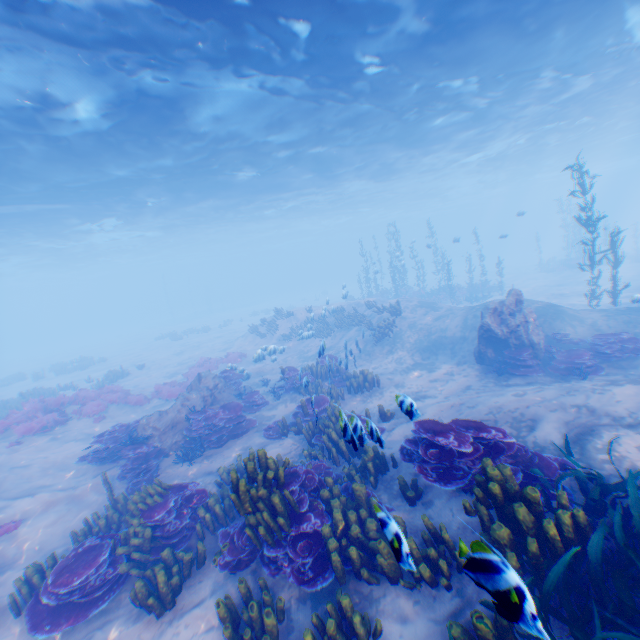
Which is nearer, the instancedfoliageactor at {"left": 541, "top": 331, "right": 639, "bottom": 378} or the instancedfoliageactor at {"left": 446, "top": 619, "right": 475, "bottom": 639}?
the instancedfoliageactor at {"left": 446, "top": 619, "right": 475, "bottom": 639}

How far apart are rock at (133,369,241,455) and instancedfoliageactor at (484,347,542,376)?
9.87m

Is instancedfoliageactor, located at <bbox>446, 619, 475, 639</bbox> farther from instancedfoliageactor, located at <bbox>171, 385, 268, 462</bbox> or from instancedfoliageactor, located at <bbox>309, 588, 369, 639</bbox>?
instancedfoliageactor, located at <bbox>171, 385, 268, 462</bbox>

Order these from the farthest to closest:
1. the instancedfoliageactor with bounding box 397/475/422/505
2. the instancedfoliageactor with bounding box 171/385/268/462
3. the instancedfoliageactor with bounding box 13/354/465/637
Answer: the instancedfoliageactor with bounding box 171/385/268/462
the instancedfoliageactor with bounding box 397/475/422/505
the instancedfoliageactor with bounding box 13/354/465/637

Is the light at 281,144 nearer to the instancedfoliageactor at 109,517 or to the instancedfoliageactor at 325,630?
the instancedfoliageactor at 109,517

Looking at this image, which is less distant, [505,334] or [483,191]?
[505,334]

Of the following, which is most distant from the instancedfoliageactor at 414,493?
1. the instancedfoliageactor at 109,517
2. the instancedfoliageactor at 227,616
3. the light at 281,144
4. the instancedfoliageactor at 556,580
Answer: the light at 281,144

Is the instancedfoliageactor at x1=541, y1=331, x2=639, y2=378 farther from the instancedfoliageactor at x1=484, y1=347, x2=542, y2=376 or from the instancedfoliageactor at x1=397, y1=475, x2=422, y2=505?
the instancedfoliageactor at x1=397, y1=475, x2=422, y2=505
